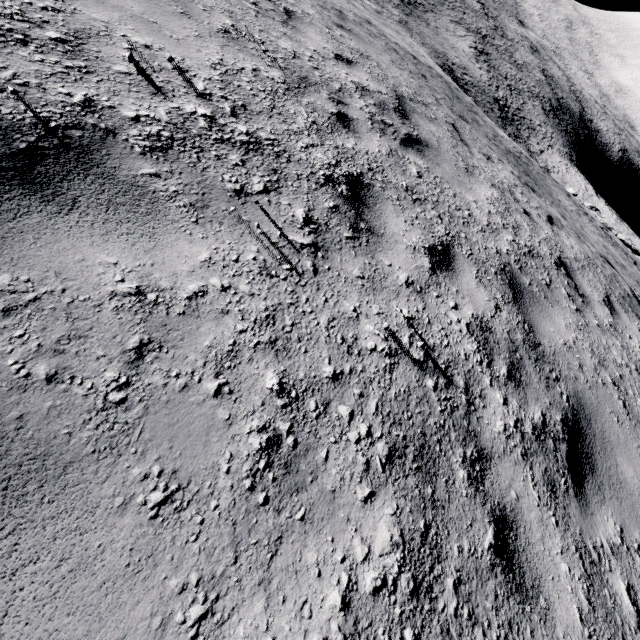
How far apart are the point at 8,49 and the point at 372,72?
5.47m
